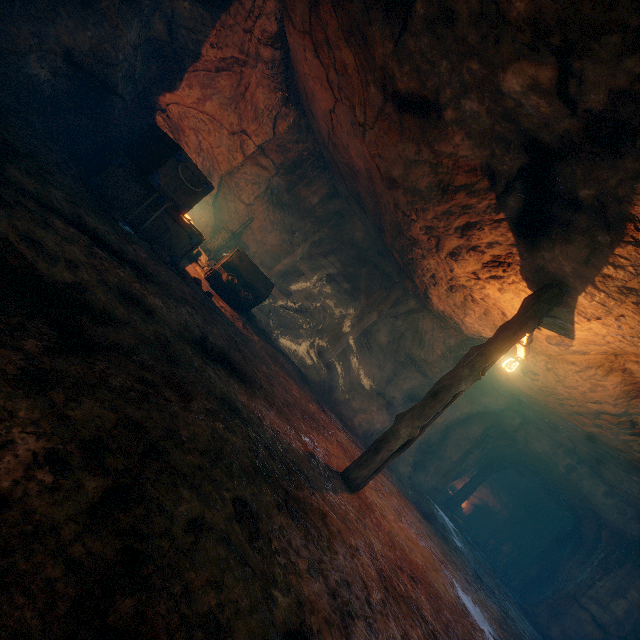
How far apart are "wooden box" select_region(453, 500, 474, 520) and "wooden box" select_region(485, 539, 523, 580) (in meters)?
1.57

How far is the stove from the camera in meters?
10.3

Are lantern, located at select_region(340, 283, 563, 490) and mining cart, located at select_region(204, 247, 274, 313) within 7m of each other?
yes

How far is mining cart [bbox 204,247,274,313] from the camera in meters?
8.2 m

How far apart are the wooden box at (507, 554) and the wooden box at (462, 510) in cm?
157

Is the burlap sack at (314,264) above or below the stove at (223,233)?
above

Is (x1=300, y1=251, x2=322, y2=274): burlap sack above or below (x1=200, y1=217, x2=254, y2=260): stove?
above

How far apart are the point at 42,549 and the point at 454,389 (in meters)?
5.16
